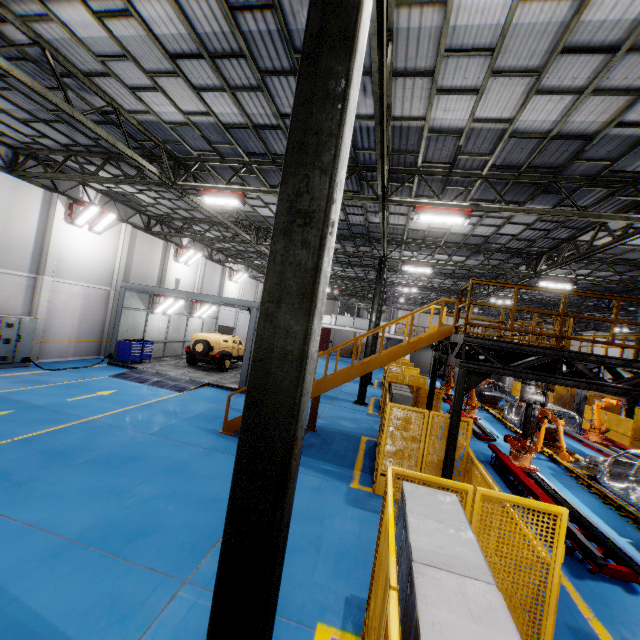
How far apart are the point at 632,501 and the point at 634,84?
9.7 meters

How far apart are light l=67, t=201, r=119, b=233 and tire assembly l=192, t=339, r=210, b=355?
7.9 meters

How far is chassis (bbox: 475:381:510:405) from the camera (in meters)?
21.70

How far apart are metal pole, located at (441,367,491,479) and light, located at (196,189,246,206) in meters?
8.6

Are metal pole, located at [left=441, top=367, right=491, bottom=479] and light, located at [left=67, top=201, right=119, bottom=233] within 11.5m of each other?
no

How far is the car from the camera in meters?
18.7 m

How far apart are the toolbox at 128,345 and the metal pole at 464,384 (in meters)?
16.14

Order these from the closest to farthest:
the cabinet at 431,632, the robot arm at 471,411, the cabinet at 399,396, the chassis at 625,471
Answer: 1. the cabinet at 431,632
2. the chassis at 625,471
3. the cabinet at 399,396
4. the robot arm at 471,411
